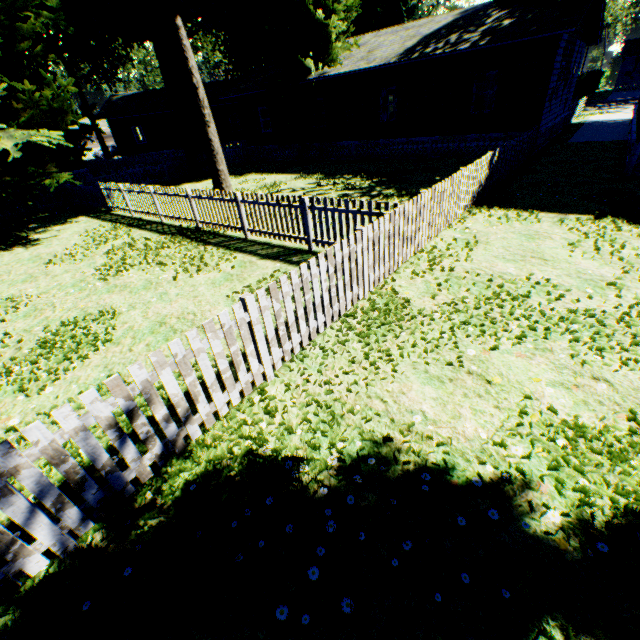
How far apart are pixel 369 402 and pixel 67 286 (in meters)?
8.28

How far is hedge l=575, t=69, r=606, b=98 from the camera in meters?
40.5 m

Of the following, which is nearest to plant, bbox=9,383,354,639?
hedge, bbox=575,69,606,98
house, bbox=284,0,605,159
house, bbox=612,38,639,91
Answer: house, bbox=284,0,605,159

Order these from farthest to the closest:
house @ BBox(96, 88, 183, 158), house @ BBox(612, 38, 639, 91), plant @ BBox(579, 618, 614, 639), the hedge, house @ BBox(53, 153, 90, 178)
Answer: house @ BBox(612, 38, 639, 91)
the hedge
house @ BBox(96, 88, 183, 158)
house @ BBox(53, 153, 90, 178)
plant @ BBox(579, 618, 614, 639)

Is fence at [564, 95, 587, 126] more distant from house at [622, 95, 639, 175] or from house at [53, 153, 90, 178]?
house at [53, 153, 90, 178]

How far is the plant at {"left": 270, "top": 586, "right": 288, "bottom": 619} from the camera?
2.25m

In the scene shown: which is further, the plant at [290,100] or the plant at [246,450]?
the plant at [290,100]

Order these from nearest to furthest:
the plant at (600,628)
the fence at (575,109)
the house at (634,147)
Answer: Answer:
1. the plant at (600,628)
2. the house at (634,147)
3. the fence at (575,109)
